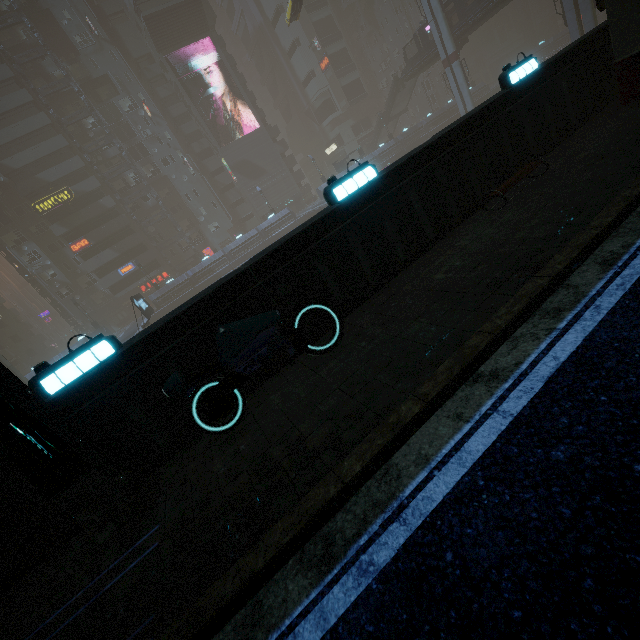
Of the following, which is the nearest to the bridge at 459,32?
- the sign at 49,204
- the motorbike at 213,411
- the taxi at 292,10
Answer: the taxi at 292,10

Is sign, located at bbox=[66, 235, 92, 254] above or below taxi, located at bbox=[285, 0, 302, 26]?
below

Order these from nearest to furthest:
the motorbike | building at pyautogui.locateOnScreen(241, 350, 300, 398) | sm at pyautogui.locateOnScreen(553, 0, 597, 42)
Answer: the motorbike → building at pyautogui.locateOnScreen(241, 350, 300, 398) → sm at pyautogui.locateOnScreen(553, 0, 597, 42)

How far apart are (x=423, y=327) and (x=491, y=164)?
5.6m

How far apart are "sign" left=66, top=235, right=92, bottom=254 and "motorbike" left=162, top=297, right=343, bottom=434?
52.6m

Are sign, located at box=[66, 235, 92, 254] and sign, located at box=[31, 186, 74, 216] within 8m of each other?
yes

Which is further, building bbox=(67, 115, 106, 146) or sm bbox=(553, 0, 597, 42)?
building bbox=(67, 115, 106, 146)

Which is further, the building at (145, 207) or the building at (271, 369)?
the building at (145, 207)
